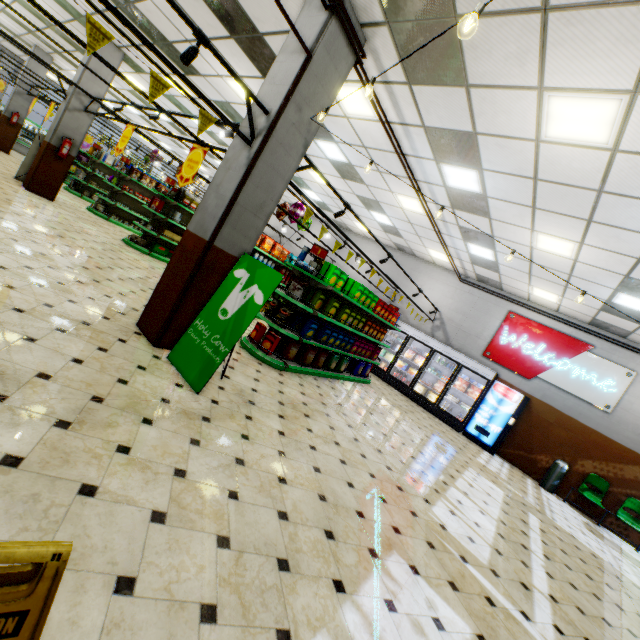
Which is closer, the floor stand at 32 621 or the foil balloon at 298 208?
the floor stand at 32 621

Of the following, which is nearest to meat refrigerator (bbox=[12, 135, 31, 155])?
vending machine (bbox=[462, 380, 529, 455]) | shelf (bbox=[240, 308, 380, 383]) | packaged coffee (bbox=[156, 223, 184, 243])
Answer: packaged coffee (bbox=[156, 223, 184, 243])

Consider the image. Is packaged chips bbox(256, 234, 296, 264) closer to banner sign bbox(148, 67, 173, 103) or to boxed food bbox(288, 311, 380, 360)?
boxed food bbox(288, 311, 380, 360)

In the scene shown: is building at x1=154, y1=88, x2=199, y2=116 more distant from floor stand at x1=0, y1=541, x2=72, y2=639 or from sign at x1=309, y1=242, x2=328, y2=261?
sign at x1=309, y1=242, x2=328, y2=261

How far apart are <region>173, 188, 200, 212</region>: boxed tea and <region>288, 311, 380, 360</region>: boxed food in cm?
675

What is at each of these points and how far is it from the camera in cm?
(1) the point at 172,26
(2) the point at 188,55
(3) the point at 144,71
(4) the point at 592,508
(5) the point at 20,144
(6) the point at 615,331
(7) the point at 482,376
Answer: (1) building, 673
(2) light truss, 326
(3) building, 1016
(4) building, 902
(5) meat refrigerator, 1869
(6) building, 934
(7) wall refrigerator door, 1038

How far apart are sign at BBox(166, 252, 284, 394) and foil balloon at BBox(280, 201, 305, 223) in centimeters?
594cm

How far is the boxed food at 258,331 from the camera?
6.48m
